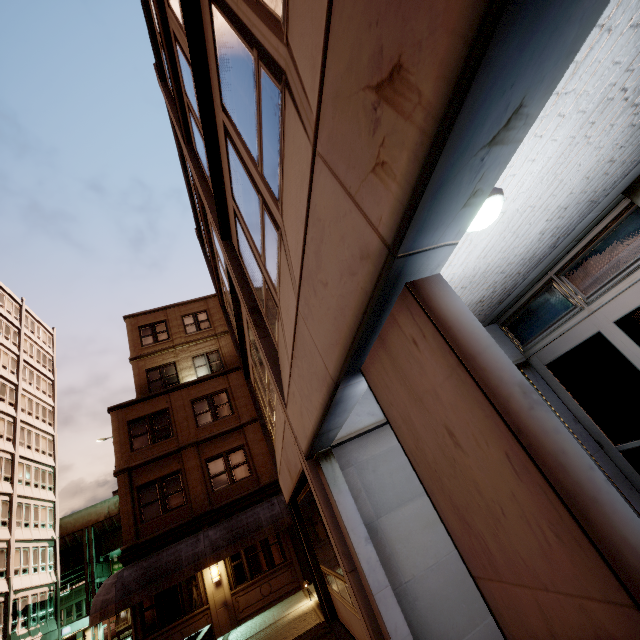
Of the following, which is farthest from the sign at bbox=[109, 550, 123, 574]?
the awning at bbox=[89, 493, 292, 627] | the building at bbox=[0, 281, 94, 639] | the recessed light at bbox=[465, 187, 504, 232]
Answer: the recessed light at bbox=[465, 187, 504, 232]

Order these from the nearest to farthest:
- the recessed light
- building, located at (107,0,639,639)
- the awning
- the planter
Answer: building, located at (107,0,639,639) → the recessed light → the planter → the awning

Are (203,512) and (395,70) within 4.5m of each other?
no

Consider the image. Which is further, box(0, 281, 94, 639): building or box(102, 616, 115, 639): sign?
box(0, 281, 94, 639): building

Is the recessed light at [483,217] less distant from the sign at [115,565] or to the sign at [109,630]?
the sign at [109,630]

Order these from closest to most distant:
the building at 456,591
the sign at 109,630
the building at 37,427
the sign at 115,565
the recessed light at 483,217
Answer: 1. the building at 456,591
2. the recessed light at 483,217
3. the sign at 109,630
4. the building at 37,427
5. the sign at 115,565

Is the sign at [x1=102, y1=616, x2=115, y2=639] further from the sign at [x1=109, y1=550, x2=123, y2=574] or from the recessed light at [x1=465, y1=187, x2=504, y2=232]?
the sign at [x1=109, y1=550, x2=123, y2=574]

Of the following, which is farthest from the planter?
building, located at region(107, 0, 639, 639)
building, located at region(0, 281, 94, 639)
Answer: building, located at region(0, 281, 94, 639)
